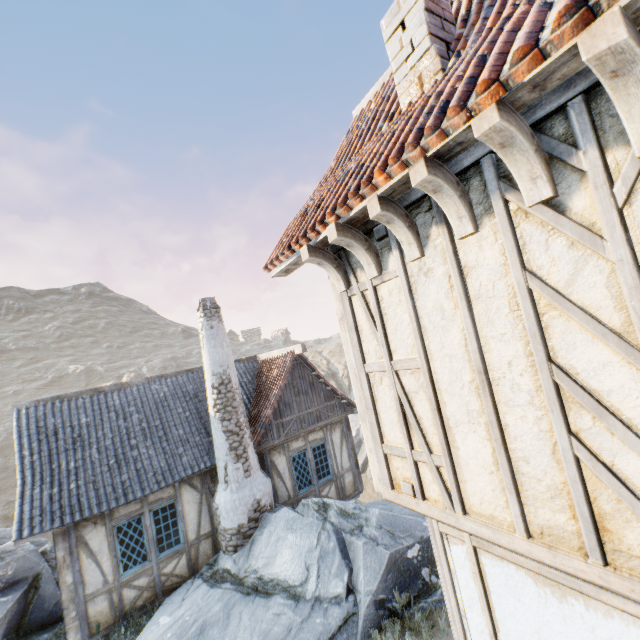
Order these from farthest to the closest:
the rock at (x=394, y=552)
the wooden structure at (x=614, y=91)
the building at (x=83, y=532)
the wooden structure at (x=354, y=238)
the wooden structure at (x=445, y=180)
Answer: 1. the building at (x=83, y=532)
2. the rock at (x=394, y=552)
3. the wooden structure at (x=354, y=238)
4. the wooden structure at (x=445, y=180)
5. the wooden structure at (x=614, y=91)

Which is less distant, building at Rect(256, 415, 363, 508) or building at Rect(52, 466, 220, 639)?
building at Rect(52, 466, 220, 639)

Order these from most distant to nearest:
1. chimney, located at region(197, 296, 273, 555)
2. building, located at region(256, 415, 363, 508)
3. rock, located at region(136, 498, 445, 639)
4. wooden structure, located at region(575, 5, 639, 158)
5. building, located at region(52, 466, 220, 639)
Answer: building, located at region(256, 415, 363, 508), chimney, located at region(197, 296, 273, 555), building, located at region(52, 466, 220, 639), rock, located at region(136, 498, 445, 639), wooden structure, located at region(575, 5, 639, 158)

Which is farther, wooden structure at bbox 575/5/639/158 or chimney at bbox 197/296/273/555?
chimney at bbox 197/296/273/555

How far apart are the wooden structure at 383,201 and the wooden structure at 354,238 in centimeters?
37cm

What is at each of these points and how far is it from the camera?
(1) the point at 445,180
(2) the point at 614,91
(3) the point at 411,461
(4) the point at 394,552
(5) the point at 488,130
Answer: (1) wooden structure, 2.26m
(2) wooden structure, 1.52m
(3) building, 3.21m
(4) rock, 7.18m
(5) wooden structure, 1.78m

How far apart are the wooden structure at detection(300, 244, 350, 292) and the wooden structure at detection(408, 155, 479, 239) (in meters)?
1.43

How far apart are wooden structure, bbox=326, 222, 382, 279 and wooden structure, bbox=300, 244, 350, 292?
0.4 meters
